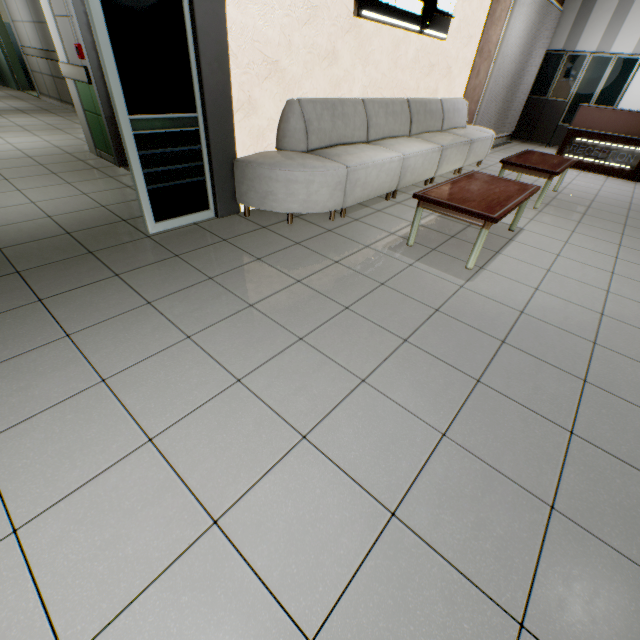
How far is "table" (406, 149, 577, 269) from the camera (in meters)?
2.84

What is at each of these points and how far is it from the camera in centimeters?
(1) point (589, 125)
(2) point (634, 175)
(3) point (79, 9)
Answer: (1) desk, 682cm
(2) desk, 670cm
(3) door, 366cm

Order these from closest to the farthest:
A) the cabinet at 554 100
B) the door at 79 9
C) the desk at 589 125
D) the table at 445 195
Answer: the table at 445 195
the door at 79 9
the desk at 589 125
the cabinet at 554 100

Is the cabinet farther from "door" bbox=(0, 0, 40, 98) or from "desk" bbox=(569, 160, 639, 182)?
"door" bbox=(0, 0, 40, 98)

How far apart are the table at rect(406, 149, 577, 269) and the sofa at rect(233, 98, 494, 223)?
0.8 meters

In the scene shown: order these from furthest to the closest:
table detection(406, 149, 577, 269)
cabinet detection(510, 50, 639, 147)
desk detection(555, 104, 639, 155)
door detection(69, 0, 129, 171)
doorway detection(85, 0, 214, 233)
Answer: cabinet detection(510, 50, 639, 147) < desk detection(555, 104, 639, 155) < door detection(69, 0, 129, 171) < table detection(406, 149, 577, 269) < doorway detection(85, 0, 214, 233)

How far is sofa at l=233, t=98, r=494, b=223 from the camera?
3.26m

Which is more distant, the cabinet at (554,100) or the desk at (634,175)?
the cabinet at (554,100)
